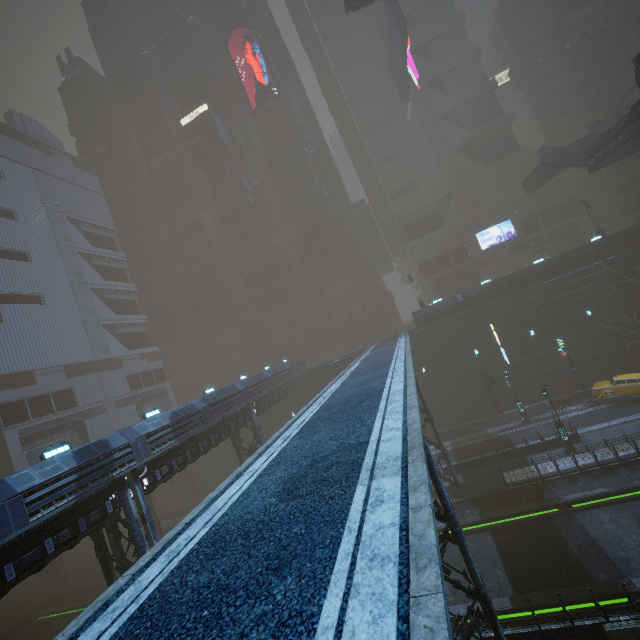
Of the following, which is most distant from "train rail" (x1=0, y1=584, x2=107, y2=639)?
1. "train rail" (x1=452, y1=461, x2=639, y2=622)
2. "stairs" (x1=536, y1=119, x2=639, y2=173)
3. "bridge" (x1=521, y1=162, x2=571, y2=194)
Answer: "bridge" (x1=521, y1=162, x2=571, y2=194)

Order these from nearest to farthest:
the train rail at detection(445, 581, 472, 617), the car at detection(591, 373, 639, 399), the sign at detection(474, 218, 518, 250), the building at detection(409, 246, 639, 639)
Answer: the building at detection(409, 246, 639, 639) → the train rail at detection(445, 581, 472, 617) → the car at detection(591, 373, 639, 399) → the sign at detection(474, 218, 518, 250)

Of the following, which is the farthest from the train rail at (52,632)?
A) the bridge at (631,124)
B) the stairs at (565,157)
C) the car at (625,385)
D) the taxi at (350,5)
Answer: the stairs at (565,157)

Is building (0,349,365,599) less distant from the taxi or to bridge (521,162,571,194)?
bridge (521,162,571,194)

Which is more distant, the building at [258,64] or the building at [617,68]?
the building at [258,64]

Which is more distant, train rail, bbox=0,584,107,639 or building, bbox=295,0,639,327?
building, bbox=295,0,639,327

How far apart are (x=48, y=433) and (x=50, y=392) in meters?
4.8

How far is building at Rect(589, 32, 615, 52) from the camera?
42.41m
